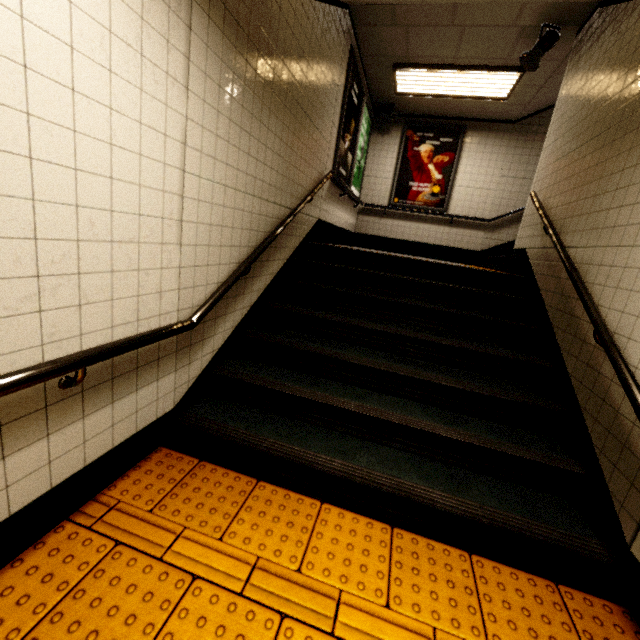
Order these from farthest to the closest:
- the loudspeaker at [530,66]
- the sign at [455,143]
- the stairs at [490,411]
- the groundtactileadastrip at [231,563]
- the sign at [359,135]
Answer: the sign at [455,143]
the sign at [359,135]
the loudspeaker at [530,66]
the stairs at [490,411]
the groundtactileadastrip at [231,563]

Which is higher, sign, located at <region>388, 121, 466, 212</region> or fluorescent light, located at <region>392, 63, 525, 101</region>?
fluorescent light, located at <region>392, 63, 525, 101</region>

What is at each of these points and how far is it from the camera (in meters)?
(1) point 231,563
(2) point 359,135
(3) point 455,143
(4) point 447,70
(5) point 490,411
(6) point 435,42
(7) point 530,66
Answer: A:
(1) groundtactileadastrip, 1.64
(2) sign, 6.01
(3) sign, 6.92
(4) fluorescent light, 5.07
(5) stairs, 2.57
(6) building, 4.57
(7) loudspeaker, 4.19

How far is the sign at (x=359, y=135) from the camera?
4.7m

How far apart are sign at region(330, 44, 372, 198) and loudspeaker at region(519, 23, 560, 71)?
2.22m

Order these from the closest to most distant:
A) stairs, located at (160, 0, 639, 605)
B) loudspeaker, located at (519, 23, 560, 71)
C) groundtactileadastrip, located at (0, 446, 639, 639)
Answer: groundtactileadastrip, located at (0, 446, 639, 639)
stairs, located at (160, 0, 639, 605)
loudspeaker, located at (519, 23, 560, 71)

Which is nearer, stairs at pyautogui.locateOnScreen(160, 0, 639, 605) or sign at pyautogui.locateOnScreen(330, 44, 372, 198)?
stairs at pyautogui.locateOnScreen(160, 0, 639, 605)

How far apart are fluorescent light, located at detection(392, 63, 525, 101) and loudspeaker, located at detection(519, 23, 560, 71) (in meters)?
0.61
